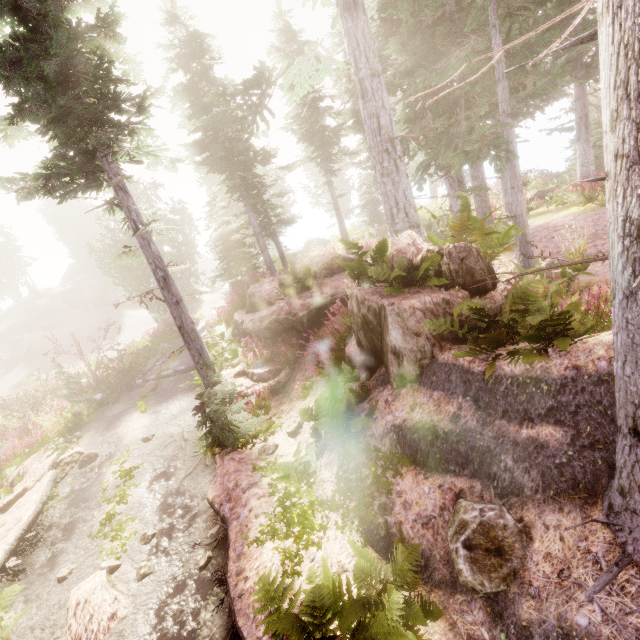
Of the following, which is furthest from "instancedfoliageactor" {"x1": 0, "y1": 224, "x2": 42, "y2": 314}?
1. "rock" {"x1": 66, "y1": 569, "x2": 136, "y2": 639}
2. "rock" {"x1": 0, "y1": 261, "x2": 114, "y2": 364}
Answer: "rock" {"x1": 66, "y1": 569, "x2": 136, "y2": 639}

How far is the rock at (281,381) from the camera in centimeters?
1050cm

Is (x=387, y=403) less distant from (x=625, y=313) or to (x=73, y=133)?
(x=625, y=313)

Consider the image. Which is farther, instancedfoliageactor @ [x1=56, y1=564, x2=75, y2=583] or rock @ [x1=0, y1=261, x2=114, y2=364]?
rock @ [x1=0, y1=261, x2=114, y2=364]

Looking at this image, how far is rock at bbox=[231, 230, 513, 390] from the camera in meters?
5.6 m

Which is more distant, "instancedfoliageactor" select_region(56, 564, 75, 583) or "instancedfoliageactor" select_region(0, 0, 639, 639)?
"instancedfoliageactor" select_region(56, 564, 75, 583)

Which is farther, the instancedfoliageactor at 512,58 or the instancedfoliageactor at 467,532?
the instancedfoliageactor at 467,532
